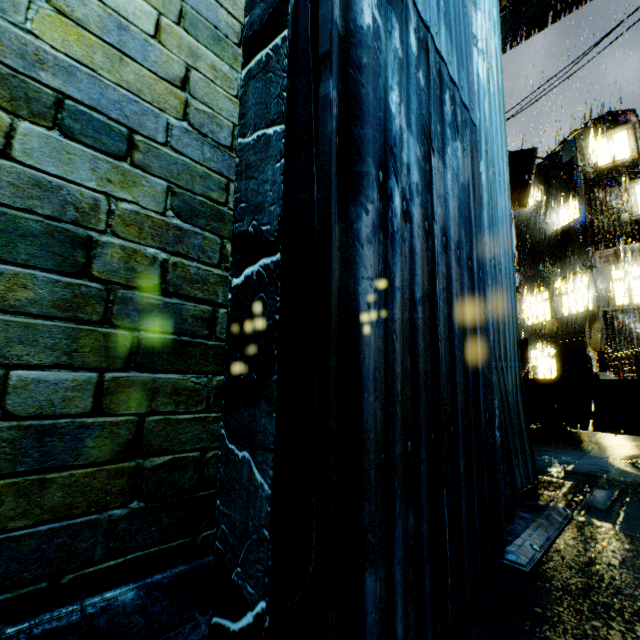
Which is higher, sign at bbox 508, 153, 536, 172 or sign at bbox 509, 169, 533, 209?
sign at bbox 508, 153, 536, 172

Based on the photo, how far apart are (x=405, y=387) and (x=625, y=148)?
22.5m

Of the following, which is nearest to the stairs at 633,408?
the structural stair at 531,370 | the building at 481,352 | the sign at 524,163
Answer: the structural stair at 531,370

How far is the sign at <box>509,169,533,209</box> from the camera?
16.4 meters

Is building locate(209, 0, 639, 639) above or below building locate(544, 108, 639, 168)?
below

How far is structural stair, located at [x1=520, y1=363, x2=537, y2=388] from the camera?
10.6m

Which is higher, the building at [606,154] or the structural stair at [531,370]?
the building at [606,154]
